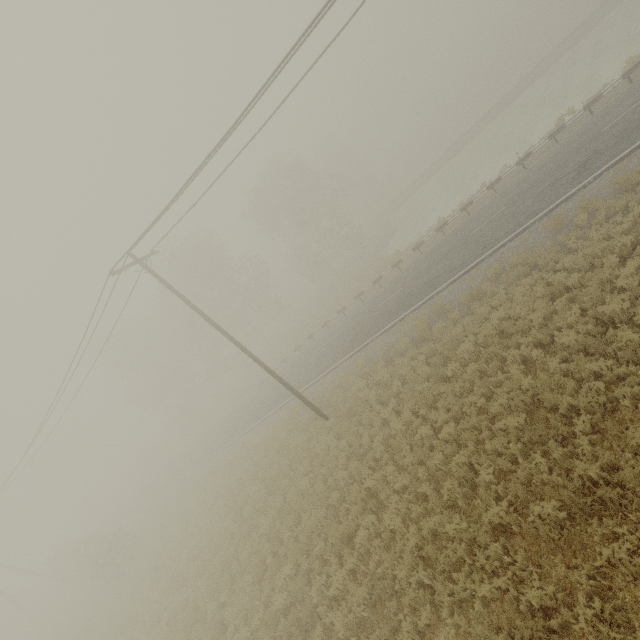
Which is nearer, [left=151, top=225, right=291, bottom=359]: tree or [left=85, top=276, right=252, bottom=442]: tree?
[left=151, top=225, right=291, bottom=359]: tree

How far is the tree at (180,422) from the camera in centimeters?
3969cm

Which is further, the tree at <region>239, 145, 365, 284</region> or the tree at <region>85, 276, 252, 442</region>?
the tree at <region>85, 276, 252, 442</region>

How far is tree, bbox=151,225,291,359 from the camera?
36.34m

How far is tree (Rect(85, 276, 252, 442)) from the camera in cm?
3969

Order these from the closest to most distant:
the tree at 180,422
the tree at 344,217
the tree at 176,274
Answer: the tree at 176,274, the tree at 344,217, the tree at 180,422

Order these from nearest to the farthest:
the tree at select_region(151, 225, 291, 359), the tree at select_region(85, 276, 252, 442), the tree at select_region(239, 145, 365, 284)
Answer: the tree at select_region(151, 225, 291, 359) → the tree at select_region(239, 145, 365, 284) → the tree at select_region(85, 276, 252, 442)

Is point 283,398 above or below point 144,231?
below
